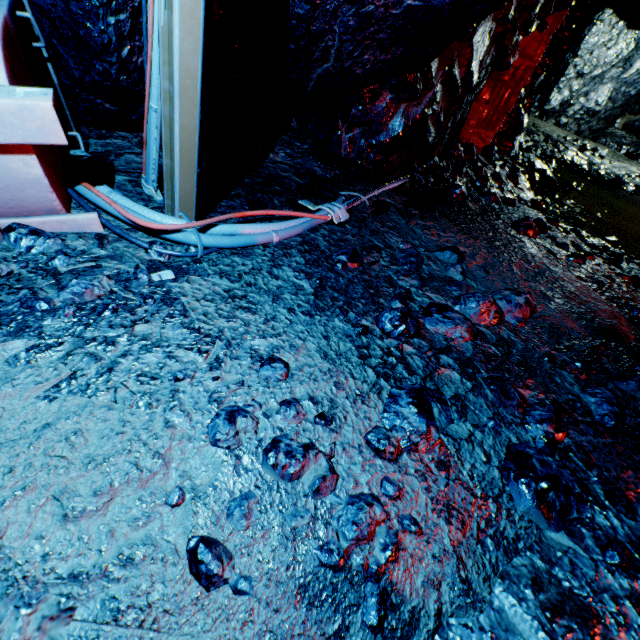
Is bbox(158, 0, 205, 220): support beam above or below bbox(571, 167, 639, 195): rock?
above

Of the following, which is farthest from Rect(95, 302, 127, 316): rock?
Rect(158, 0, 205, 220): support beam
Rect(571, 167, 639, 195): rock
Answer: Rect(571, 167, 639, 195): rock

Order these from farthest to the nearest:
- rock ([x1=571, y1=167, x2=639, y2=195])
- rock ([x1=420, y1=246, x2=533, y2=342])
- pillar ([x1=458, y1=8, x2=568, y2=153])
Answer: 1. rock ([x1=571, y1=167, x2=639, y2=195])
2. pillar ([x1=458, y1=8, x2=568, y2=153])
3. rock ([x1=420, y1=246, x2=533, y2=342])

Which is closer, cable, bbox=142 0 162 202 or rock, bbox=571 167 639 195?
Result: cable, bbox=142 0 162 202

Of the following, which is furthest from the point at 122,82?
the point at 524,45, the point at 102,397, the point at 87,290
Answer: the point at 524,45

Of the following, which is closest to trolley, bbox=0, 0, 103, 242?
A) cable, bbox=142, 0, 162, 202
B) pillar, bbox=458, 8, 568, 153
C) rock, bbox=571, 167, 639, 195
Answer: cable, bbox=142, 0, 162, 202

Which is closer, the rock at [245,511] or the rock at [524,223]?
the rock at [245,511]

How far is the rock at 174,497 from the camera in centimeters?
99cm
